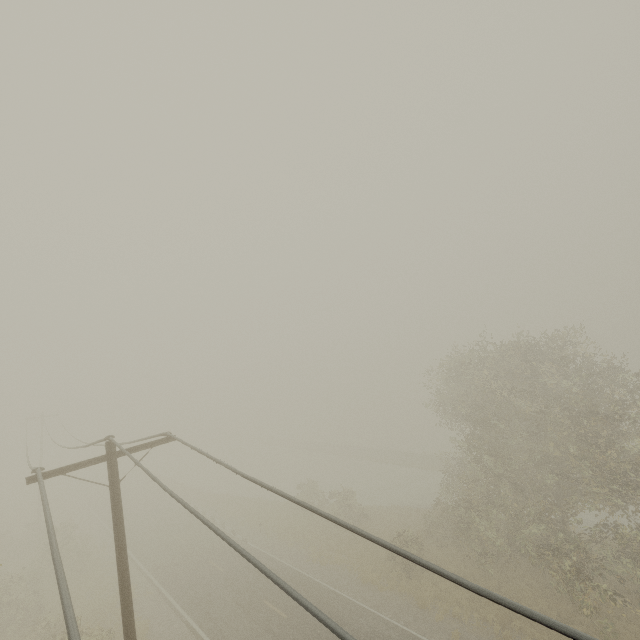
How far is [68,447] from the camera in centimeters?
1391cm
